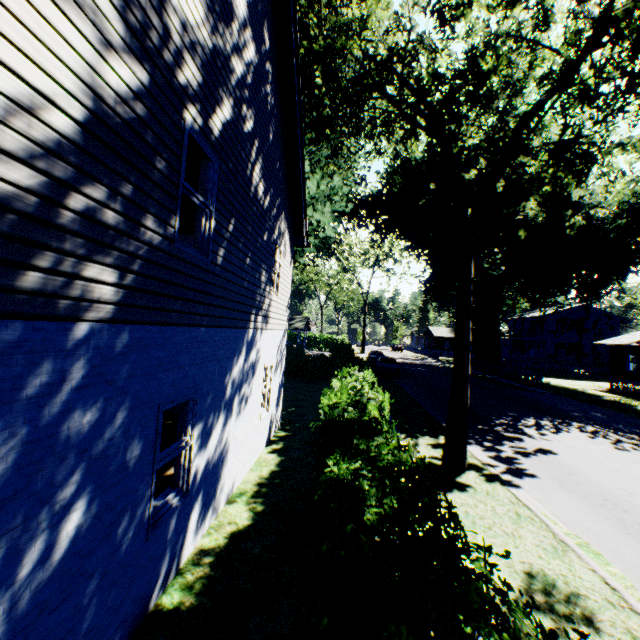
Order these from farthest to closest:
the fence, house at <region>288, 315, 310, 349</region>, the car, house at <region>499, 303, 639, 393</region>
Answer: house at <region>288, 315, 310, 349</region> < house at <region>499, 303, 639, 393</region> < the fence < the car

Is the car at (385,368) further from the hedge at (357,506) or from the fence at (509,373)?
the fence at (509,373)

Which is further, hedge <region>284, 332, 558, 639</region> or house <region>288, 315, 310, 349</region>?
house <region>288, 315, 310, 349</region>

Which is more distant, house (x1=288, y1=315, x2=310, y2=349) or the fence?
house (x1=288, y1=315, x2=310, y2=349)

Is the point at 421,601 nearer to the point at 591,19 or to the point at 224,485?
the point at 224,485

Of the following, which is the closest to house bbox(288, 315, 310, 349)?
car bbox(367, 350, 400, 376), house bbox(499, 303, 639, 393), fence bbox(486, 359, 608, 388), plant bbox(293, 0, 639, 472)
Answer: plant bbox(293, 0, 639, 472)

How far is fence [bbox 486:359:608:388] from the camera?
28.6 meters

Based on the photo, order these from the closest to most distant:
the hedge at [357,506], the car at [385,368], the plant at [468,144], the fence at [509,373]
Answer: the hedge at [357,506] < the plant at [468,144] < the car at [385,368] < the fence at [509,373]
